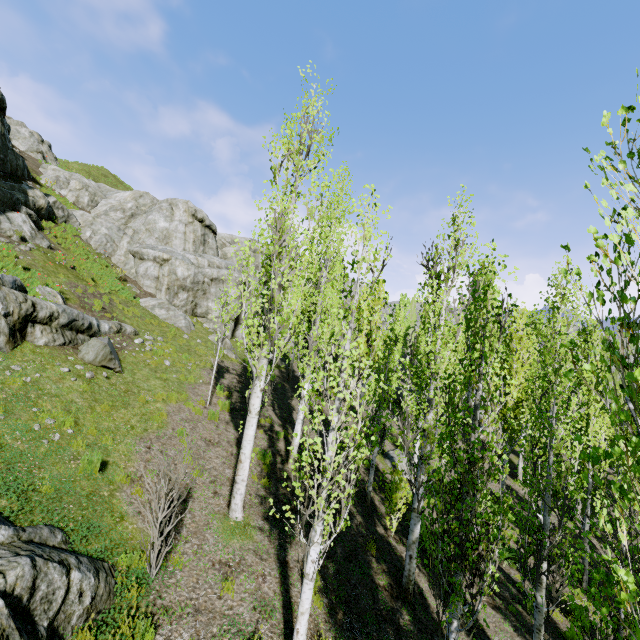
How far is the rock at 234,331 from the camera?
20.94m

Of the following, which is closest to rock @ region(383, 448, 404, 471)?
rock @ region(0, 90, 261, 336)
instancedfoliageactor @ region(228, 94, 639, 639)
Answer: instancedfoliageactor @ region(228, 94, 639, 639)

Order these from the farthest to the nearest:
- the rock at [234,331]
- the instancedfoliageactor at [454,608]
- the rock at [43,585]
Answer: the rock at [234,331], the rock at [43,585], the instancedfoliageactor at [454,608]

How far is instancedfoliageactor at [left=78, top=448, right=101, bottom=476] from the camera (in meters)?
6.82

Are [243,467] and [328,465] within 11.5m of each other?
yes

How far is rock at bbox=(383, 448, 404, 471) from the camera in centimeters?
1736cm

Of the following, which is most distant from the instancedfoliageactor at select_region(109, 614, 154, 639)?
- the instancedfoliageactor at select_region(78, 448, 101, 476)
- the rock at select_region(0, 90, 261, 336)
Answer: the instancedfoliageactor at select_region(78, 448, 101, 476)

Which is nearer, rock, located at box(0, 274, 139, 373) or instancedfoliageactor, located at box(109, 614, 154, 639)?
instancedfoliageactor, located at box(109, 614, 154, 639)
